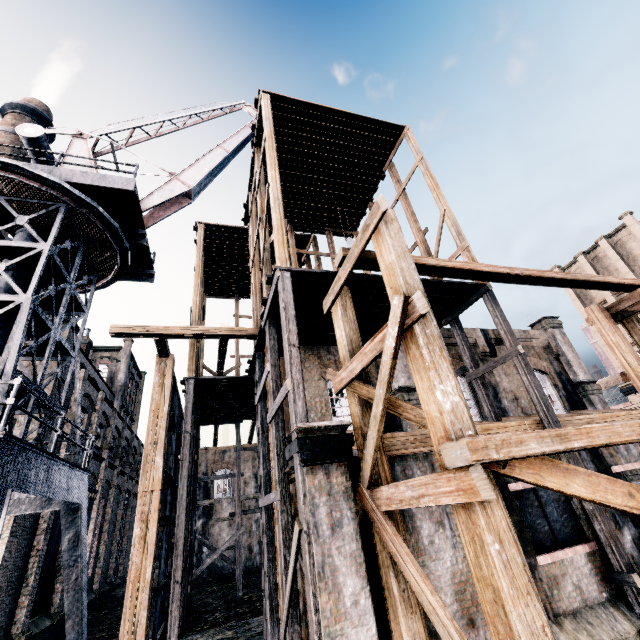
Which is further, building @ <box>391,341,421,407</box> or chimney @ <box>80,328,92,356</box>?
chimney @ <box>80,328,92,356</box>

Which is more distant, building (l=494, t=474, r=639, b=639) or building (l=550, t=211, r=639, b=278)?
building (l=550, t=211, r=639, b=278)

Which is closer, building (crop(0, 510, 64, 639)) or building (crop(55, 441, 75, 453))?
building (crop(0, 510, 64, 639))

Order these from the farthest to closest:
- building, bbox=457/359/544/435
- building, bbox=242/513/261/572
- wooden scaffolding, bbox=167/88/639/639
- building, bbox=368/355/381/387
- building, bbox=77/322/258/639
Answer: building, bbox=242/513/261/572
building, bbox=368/355/381/387
building, bbox=77/322/258/639
building, bbox=457/359/544/435
wooden scaffolding, bbox=167/88/639/639

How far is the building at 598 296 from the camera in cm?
4319

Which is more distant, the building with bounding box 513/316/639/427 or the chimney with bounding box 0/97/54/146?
the chimney with bounding box 0/97/54/146

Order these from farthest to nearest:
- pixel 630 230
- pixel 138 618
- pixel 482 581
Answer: pixel 630 230 < pixel 138 618 < pixel 482 581

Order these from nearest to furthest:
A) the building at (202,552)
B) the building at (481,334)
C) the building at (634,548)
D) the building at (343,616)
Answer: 1. the building at (343,616)
2. the building at (634,548)
3. the building at (481,334)
4. the building at (202,552)
